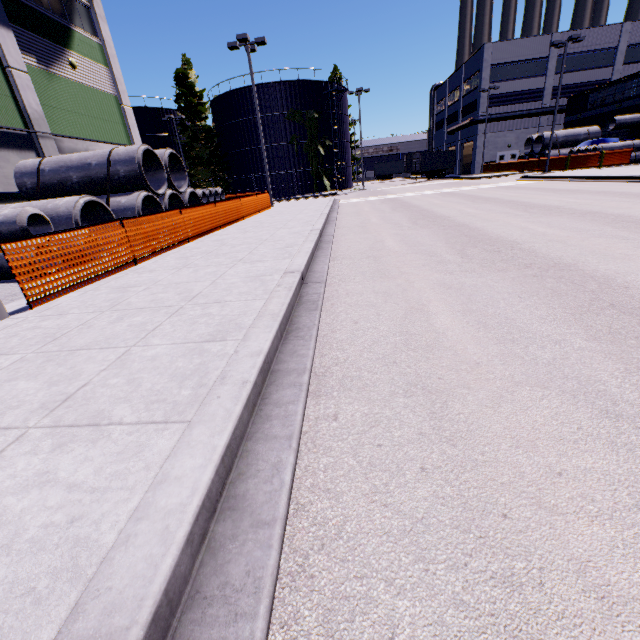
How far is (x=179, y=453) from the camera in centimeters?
195cm

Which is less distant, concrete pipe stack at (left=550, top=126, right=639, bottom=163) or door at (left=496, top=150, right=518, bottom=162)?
concrete pipe stack at (left=550, top=126, right=639, bottom=163)

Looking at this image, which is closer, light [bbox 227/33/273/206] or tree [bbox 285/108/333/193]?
light [bbox 227/33/273/206]

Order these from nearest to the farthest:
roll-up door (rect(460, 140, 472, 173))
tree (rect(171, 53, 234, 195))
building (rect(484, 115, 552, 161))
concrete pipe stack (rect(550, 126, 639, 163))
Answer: concrete pipe stack (rect(550, 126, 639, 163)) < tree (rect(171, 53, 234, 195)) < building (rect(484, 115, 552, 161)) < roll-up door (rect(460, 140, 472, 173))

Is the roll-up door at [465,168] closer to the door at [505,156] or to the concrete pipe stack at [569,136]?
the concrete pipe stack at [569,136]

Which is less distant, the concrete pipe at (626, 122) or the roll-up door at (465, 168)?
the concrete pipe at (626, 122)

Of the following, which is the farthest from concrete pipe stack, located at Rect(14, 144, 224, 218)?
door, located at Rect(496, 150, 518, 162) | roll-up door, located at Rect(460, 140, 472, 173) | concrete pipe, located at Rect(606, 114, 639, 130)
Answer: door, located at Rect(496, 150, 518, 162)

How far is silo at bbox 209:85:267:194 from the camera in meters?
37.4
